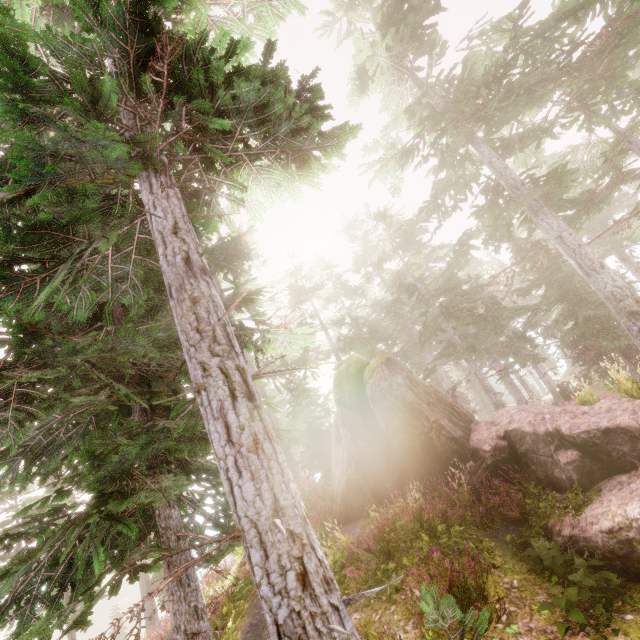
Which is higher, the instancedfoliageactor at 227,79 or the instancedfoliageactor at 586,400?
the instancedfoliageactor at 227,79

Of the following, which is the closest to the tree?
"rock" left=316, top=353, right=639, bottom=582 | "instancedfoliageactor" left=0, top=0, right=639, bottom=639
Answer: "instancedfoliageactor" left=0, top=0, right=639, bottom=639

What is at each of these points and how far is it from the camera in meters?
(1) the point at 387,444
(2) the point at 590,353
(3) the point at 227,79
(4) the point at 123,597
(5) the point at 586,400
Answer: (1) rock, 12.0 m
(2) tree, 19.0 m
(3) instancedfoliageactor, 4.8 m
(4) rock, 48.3 m
(5) instancedfoliageactor, 10.4 m

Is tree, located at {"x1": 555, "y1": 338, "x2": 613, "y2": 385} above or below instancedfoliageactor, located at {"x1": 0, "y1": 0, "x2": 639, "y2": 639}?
below

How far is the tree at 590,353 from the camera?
19.12m

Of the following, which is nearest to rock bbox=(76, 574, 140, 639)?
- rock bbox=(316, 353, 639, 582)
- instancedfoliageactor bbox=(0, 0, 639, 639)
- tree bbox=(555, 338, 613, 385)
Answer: instancedfoliageactor bbox=(0, 0, 639, 639)

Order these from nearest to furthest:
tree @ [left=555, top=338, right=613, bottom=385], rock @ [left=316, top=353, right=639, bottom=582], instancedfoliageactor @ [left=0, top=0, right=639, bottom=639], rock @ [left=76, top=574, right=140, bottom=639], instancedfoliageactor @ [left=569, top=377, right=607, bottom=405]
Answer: instancedfoliageactor @ [left=0, top=0, right=639, bottom=639] < rock @ [left=316, top=353, right=639, bottom=582] < instancedfoliageactor @ [left=569, top=377, right=607, bottom=405] < tree @ [left=555, top=338, right=613, bottom=385] < rock @ [left=76, top=574, right=140, bottom=639]
